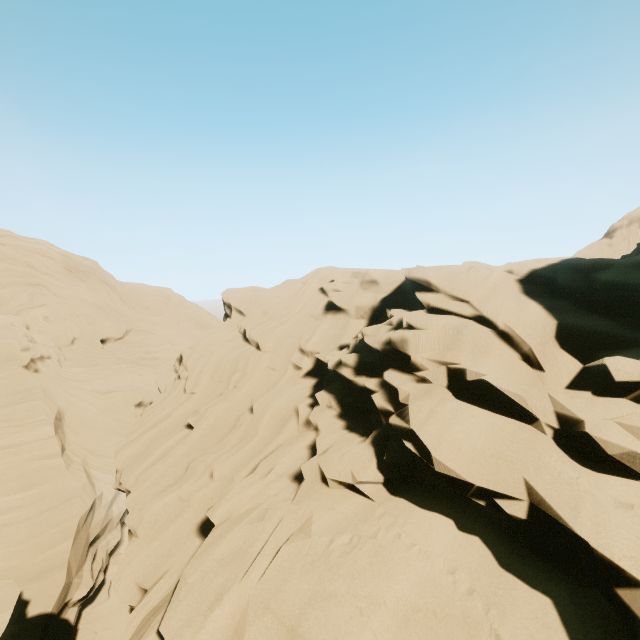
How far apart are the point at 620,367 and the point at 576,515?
2.25m
